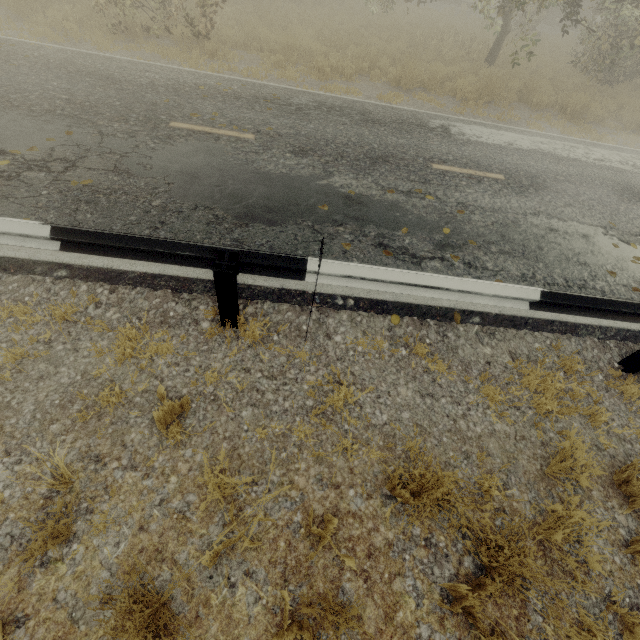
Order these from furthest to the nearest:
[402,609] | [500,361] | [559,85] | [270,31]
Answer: [559,85] → [270,31] → [500,361] → [402,609]

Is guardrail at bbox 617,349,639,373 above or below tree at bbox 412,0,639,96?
below

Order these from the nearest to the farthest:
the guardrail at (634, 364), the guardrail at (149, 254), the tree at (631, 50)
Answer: the guardrail at (149, 254), the guardrail at (634, 364), the tree at (631, 50)

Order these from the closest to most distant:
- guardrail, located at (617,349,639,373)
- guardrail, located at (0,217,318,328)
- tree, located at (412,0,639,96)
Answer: guardrail, located at (0,217,318,328)
guardrail, located at (617,349,639,373)
tree, located at (412,0,639,96)

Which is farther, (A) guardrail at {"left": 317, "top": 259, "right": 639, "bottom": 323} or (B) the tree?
(B) the tree

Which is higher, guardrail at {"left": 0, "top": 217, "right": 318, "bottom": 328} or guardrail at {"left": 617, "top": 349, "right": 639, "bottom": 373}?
guardrail at {"left": 0, "top": 217, "right": 318, "bottom": 328}

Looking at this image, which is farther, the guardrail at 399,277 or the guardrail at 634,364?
the guardrail at 634,364
